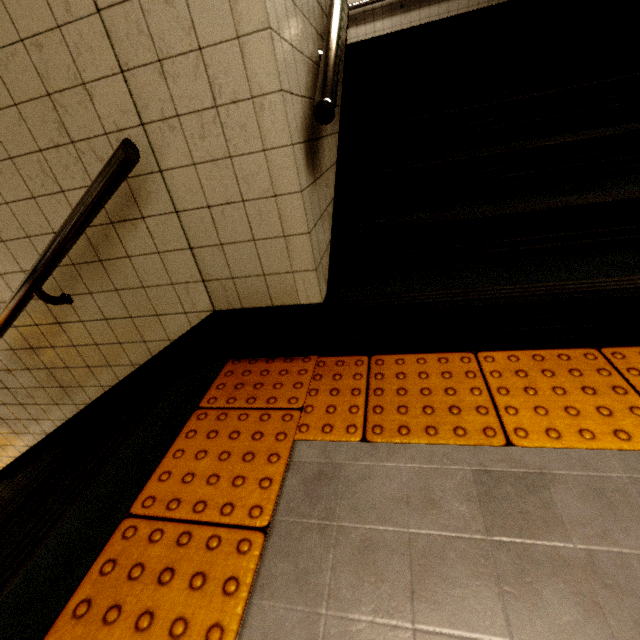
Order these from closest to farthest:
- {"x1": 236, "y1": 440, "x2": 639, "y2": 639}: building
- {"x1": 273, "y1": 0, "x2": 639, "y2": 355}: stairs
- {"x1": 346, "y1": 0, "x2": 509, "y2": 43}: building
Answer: {"x1": 236, "y1": 440, "x2": 639, "y2": 639}: building < {"x1": 273, "y1": 0, "x2": 639, "y2": 355}: stairs < {"x1": 346, "y1": 0, "x2": 509, "y2": 43}: building

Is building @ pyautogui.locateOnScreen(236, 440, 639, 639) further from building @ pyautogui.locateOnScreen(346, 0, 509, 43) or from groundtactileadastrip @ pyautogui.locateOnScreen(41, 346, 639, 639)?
building @ pyautogui.locateOnScreen(346, 0, 509, 43)

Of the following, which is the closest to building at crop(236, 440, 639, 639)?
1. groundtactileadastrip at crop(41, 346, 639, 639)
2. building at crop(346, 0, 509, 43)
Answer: groundtactileadastrip at crop(41, 346, 639, 639)

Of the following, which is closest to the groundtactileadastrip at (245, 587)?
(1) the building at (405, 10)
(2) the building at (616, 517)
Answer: (2) the building at (616, 517)

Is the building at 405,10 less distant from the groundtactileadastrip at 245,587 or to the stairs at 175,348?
the stairs at 175,348

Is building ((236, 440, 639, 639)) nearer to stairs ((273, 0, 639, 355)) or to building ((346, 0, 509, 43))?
stairs ((273, 0, 639, 355))

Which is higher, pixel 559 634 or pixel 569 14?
pixel 569 14
